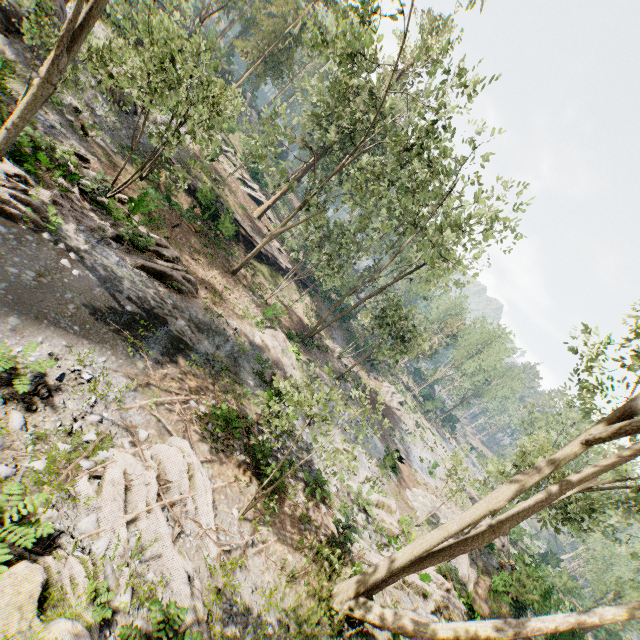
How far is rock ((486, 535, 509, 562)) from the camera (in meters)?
22.88

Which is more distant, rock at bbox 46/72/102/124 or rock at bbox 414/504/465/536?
rock at bbox 414/504/465/536

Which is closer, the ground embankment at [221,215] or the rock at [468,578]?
the rock at [468,578]

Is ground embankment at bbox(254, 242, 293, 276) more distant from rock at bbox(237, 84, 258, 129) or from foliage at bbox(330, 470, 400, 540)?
rock at bbox(237, 84, 258, 129)

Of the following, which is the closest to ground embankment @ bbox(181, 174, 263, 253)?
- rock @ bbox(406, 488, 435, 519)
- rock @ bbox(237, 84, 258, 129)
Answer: rock @ bbox(406, 488, 435, 519)

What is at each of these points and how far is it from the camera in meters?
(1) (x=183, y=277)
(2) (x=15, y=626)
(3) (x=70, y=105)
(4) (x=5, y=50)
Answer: (1) foliage, 17.1
(2) foliage, 4.9
(3) rock, 19.6
(4) rock, 16.5

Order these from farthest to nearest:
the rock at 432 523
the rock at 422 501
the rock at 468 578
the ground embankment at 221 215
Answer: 1. the ground embankment at 221 215
2. the rock at 422 501
3. the rock at 432 523
4. the rock at 468 578

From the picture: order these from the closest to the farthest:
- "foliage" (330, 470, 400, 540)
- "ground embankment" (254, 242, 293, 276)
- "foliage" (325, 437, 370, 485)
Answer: "foliage" (325, 437, 370, 485) < "foliage" (330, 470, 400, 540) < "ground embankment" (254, 242, 293, 276)
